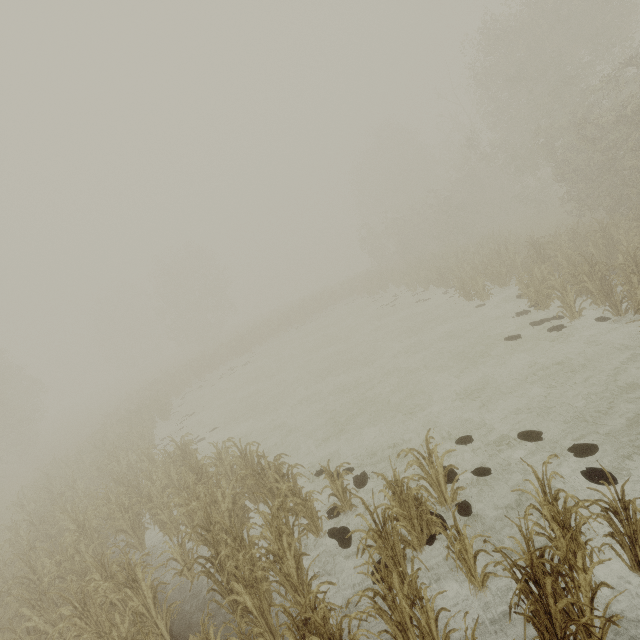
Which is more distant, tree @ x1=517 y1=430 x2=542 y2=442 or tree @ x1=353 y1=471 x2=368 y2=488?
tree @ x1=353 y1=471 x2=368 y2=488

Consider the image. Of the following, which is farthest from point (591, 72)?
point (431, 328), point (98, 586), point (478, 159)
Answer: point (98, 586)

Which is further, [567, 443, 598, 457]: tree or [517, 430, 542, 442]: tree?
[517, 430, 542, 442]: tree

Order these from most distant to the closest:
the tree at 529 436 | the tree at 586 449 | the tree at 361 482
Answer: the tree at 361 482 → the tree at 529 436 → the tree at 586 449

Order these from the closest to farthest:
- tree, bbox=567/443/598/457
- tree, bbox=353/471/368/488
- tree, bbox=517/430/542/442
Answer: tree, bbox=567/443/598/457, tree, bbox=517/430/542/442, tree, bbox=353/471/368/488

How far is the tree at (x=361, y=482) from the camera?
7.68m

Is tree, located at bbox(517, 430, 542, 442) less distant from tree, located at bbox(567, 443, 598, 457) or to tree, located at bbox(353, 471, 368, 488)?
tree, located at bbox(567, 443, 598, 457)

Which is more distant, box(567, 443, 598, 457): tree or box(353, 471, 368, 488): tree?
box(353, 471, 368, 488): tree
